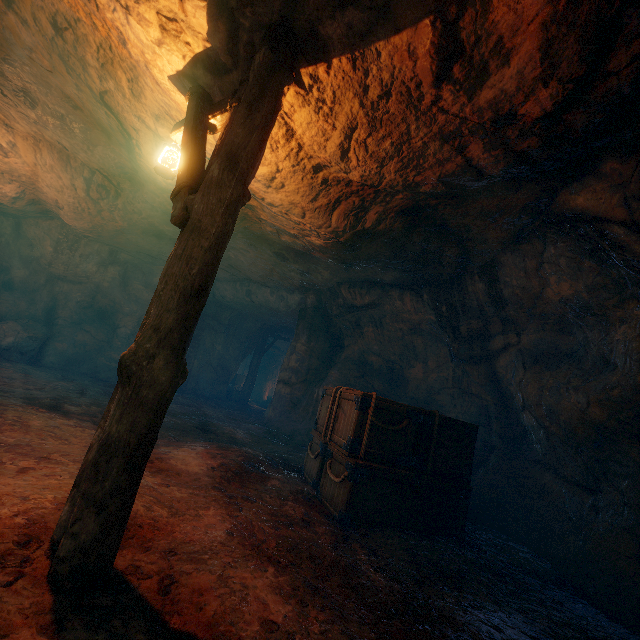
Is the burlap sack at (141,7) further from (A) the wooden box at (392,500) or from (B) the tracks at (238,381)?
(B) the tracks at (238,381)

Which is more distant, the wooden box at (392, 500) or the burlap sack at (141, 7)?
the wooden box at (392, 500)

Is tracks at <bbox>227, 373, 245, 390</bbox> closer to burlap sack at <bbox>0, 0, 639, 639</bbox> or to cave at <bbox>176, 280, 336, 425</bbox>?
cave at <bbox>176, 280, 336, 425</bbox>

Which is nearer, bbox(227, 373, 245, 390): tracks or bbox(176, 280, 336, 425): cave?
bbox(176, 280, 336, 425): cave

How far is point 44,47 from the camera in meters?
4.7 m

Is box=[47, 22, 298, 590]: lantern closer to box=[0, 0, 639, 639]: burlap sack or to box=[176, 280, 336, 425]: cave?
box=[0, 0, 639, 639]: burlap sack

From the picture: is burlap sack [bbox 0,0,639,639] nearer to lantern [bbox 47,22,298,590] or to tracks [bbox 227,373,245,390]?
lantern [bbox 47,22,298,590]
